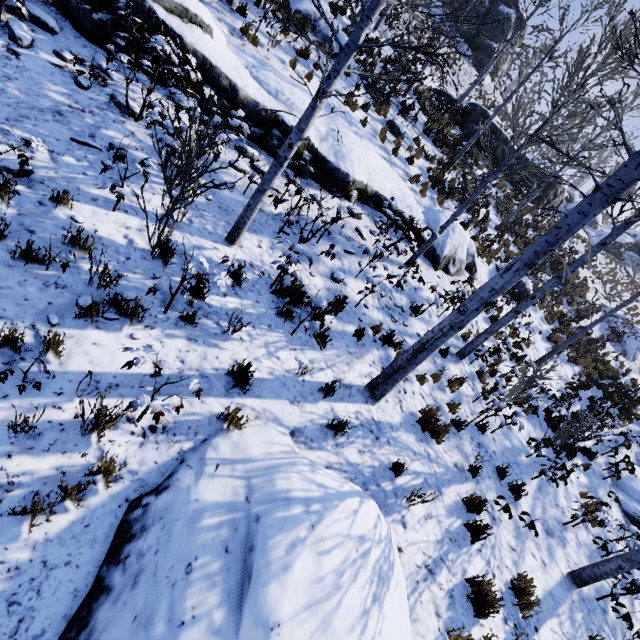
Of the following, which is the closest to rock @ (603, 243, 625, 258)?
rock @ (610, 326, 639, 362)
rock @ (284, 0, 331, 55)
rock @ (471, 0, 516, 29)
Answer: rock @ (610, 326, 639, 362)

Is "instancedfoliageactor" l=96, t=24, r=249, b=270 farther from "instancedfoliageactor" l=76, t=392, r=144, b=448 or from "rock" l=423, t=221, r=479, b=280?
"rock" l=423, t=221, r=479, b=280

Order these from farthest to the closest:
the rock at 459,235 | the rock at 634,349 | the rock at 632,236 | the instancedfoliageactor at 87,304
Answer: the rock at 632,236
the rock at 634,349
the rock at 459,235
the instancedfoliageactor at 87,304

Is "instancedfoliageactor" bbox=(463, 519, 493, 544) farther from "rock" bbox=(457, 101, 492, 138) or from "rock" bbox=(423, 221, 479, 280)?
"rock" bbox=(457, 101, 492, 138)

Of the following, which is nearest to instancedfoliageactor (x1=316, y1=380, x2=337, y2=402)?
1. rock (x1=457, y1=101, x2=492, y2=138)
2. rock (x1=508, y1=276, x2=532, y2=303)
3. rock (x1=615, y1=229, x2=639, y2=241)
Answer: rock (x1=508, y1=276, x2=532, y2=303)

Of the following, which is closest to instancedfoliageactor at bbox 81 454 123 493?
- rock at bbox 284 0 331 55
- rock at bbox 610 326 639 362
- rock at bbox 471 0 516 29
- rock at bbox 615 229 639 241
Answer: rock at bbox 284 0 331 55

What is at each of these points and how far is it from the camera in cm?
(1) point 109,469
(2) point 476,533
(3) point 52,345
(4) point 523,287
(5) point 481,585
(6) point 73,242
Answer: (1) instancedfoliageactor, 292
(2) instancedfoliageactor, 527
(3) instancedfoliageactor, 323
(4) rock, 1334
(5) instancedfoliageactor, 459
(6) instancedfoliageactor, 387

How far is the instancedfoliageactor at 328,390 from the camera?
4.93m
